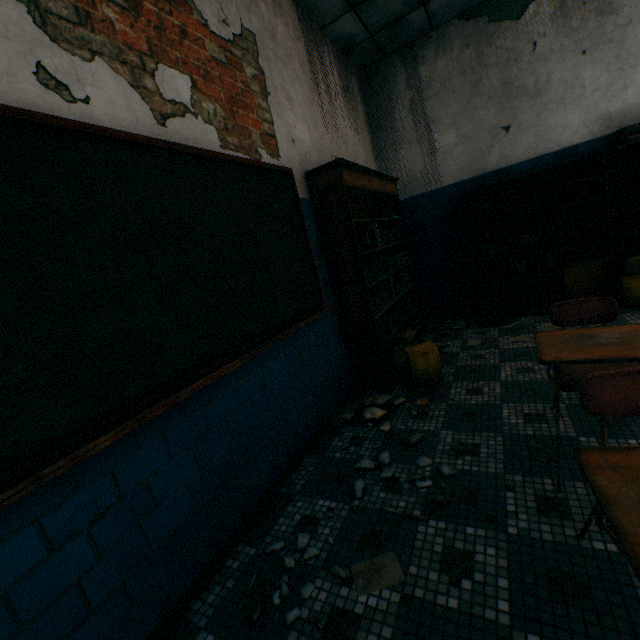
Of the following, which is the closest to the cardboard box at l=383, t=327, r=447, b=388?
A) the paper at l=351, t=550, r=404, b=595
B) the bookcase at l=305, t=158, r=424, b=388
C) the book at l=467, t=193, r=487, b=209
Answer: the bookcase at l=305, t=158, r=424, b=388

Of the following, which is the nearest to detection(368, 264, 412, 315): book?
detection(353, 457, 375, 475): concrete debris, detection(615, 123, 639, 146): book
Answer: detection(353, 457, 375, 475): concrete debris

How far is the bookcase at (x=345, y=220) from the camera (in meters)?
2.96

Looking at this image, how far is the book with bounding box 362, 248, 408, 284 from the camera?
3.25m

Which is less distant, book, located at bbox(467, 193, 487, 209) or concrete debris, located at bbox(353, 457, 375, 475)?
concrete debris, located at bbox(353, 457, 375, 475)

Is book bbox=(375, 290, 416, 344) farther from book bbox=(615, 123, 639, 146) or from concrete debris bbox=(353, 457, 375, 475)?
book bbox=(615, 123, 639, 146)

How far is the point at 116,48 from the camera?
1.6m

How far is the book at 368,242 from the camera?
3.4 meters
